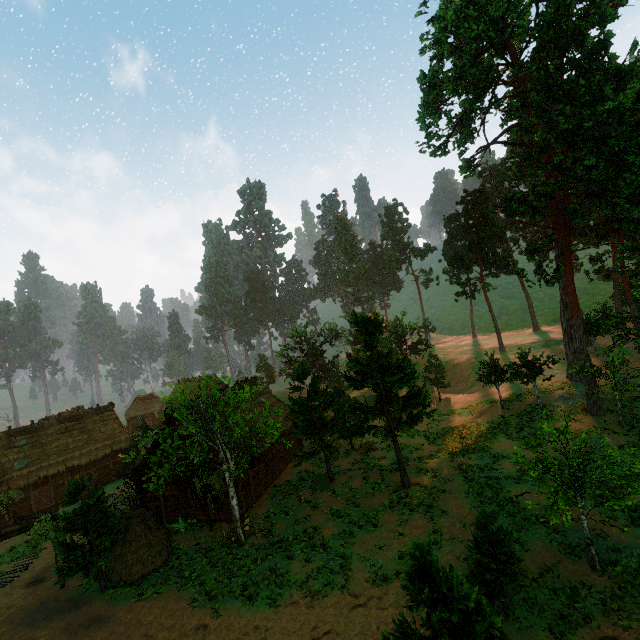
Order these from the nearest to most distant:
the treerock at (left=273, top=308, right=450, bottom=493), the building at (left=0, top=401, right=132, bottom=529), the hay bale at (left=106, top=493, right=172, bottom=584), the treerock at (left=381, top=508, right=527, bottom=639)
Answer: the treerock at (left=381, top=508, right=527, bottom=639)
the hay bale at (left=106, top=493, right=172, bottom=584)
the treerock at (left=273, top=308, right=450, bottom=493)
the building at (left=0, top=401, right=132, bottom=529)

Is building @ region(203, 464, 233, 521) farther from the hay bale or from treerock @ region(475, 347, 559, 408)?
the hay bale

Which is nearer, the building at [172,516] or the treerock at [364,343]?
A: the treerock at [364,343]

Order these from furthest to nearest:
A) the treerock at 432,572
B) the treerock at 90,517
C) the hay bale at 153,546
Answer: the hay bale at 153,546
the treerock at 90,517
the treerock at 432,572

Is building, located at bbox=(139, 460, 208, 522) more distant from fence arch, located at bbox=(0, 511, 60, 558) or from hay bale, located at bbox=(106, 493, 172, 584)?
fence arch, located at bbox=(0, 511, 60, 558)

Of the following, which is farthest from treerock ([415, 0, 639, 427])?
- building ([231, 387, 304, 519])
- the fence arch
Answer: the fence arch

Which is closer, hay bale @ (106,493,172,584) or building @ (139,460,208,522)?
hay bale @ (106,493,172,584)

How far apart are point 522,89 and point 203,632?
40.3m
